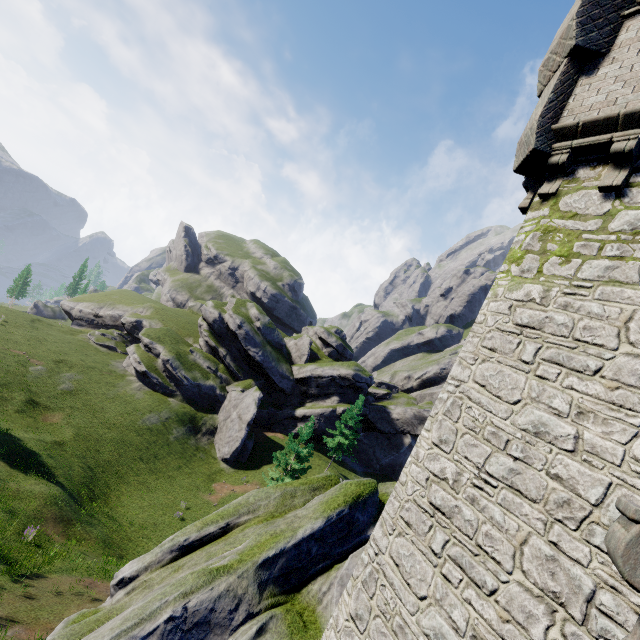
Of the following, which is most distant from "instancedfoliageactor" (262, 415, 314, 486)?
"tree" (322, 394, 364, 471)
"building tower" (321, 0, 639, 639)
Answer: "building tower" (321, 0, 639, 639)

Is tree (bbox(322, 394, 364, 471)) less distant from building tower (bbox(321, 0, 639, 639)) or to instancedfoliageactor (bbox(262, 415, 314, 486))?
instancedfoliageactor (bbox(262, 415, 314, 486))

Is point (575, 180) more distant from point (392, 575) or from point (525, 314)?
point (392, 575)

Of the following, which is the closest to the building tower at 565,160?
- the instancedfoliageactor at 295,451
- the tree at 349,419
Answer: the instancedfoliageactor at 295,451

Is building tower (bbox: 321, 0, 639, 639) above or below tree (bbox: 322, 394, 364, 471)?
above

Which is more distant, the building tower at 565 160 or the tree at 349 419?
the tree at 349 419
